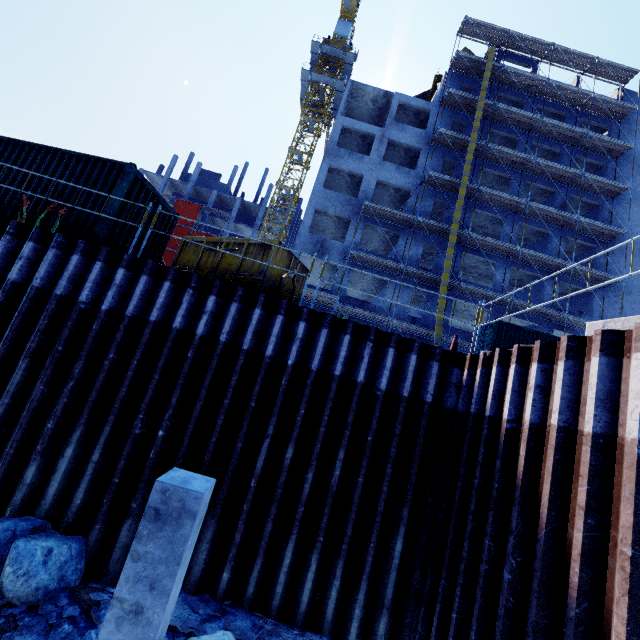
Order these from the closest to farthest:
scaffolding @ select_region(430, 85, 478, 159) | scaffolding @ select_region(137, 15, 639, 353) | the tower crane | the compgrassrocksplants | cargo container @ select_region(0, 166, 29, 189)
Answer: the compgrassrocksplants → cargo container @ select_region(0, 166, 29, 189) → scaffolding @ select_region(137, 15, 639, 353) → scaffolding @ select_region(430, 85, 478, 159) → the tower crane

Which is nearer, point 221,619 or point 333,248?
point 221,619

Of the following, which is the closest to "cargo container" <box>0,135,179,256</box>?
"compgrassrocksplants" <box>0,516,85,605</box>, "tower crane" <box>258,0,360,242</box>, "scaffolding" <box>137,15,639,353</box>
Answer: "scaffolding" <box>137,15,639,353</box>

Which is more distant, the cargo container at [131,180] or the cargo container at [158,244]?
the cargo container at [158,244]

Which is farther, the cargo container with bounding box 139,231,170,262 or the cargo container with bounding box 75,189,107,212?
the cargo container with bounding box 139,231,170,262

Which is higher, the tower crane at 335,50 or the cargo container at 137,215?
the tower crane at 335,50

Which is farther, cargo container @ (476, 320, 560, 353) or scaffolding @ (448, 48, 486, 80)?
scaffolding @ (448, 48, 486, 80)

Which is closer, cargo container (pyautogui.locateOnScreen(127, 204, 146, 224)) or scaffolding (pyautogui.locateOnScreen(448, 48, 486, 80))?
cargo container (pyautogui.locateOnScreen(127, 204, 146, 224))
